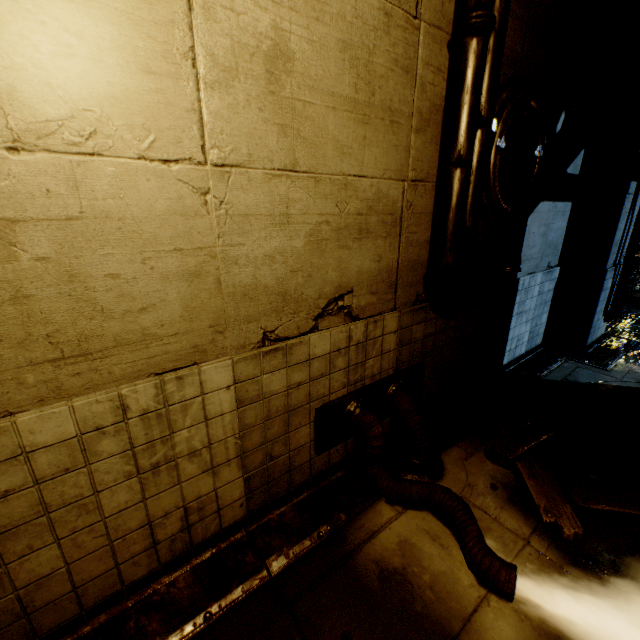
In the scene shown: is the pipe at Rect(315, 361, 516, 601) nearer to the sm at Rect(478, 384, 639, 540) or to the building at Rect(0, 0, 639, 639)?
the building at Rect(0, 0, 639, 639)

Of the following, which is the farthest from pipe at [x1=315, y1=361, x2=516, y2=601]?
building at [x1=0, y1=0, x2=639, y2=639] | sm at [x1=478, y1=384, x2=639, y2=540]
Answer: sm at [x1=478, y1=384, x2=639, y2=540]

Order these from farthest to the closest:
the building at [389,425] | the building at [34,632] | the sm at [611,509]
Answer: the building at [389,425], the sm at [611,509], the building at [34,632]

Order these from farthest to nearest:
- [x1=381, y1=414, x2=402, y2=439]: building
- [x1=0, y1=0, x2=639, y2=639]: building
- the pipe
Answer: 1. [x1=381, y1=414, x2=402, y2=439]: building
2. the pipe
3. [x1=0, y1=0, x2=639, y2=639]: building

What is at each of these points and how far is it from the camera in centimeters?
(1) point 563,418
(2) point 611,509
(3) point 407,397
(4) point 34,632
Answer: (1) sm, 441cm
(2) sm, 318cm
(3) pipe, 378cm
(4) building, 213cm

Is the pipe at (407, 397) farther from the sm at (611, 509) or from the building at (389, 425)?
the sm at (611, 509)
